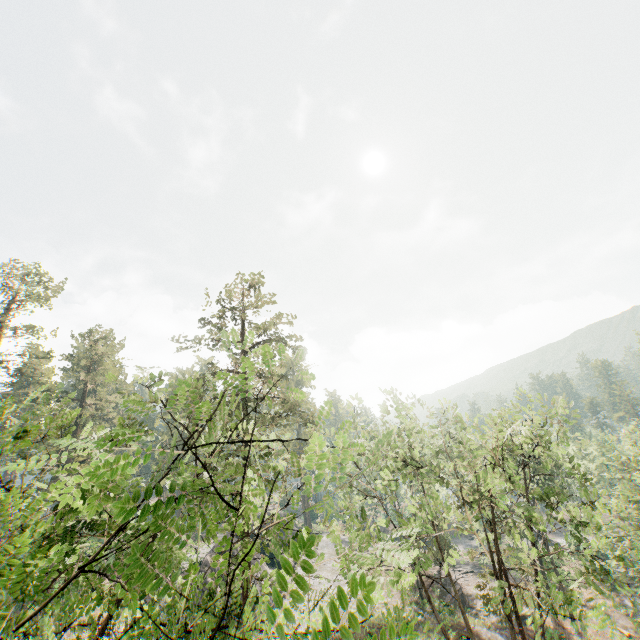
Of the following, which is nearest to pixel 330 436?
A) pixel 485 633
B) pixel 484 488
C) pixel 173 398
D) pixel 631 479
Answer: pixel 484 488

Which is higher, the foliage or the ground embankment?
the foliage

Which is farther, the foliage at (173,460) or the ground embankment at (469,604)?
the ground embankment at (469,604)

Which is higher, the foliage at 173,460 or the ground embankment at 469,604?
the foliage at 173,460

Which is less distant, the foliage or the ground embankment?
the foliage

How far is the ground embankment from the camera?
36.12m
